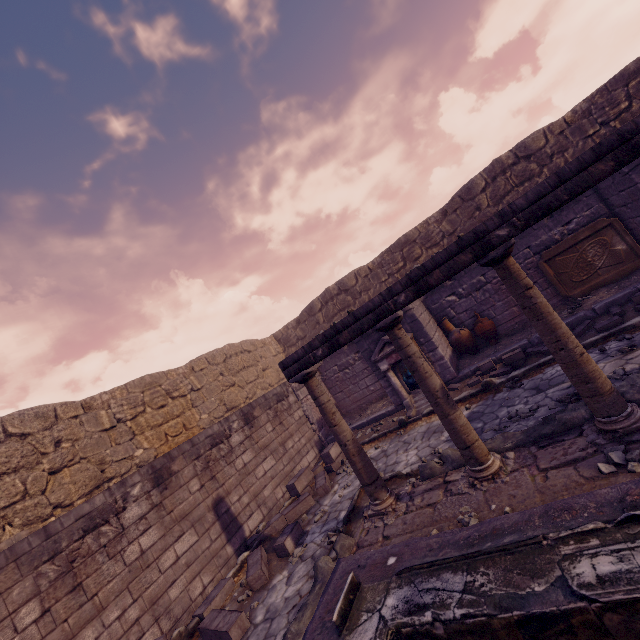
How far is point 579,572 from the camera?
2.0 meters

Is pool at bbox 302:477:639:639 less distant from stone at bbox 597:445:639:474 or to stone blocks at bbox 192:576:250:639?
stone at bbox 597:445:639:474

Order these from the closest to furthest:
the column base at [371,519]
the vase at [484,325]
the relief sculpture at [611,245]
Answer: the column base at [371,519], the relief sculpture at [611,245], the vase at [484,325]

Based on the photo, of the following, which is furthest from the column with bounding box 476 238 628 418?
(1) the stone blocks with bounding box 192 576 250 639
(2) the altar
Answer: (1) the stone blocks with bounding box 192 576 250 639

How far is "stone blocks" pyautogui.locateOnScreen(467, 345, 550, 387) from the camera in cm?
696

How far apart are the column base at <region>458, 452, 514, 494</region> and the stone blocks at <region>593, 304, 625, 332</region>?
3.74m

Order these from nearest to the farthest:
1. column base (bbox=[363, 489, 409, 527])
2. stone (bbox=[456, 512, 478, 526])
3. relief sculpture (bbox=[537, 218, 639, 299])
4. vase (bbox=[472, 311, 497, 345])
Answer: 1. stone (bbox=[456, 512, 478, 526])
2. column base (bbox=[363, 489, 409, 527])
3. relief sculpture (bbox=[537, 218, 639, 299])
4. vase (bbox=[472, 311, 497, 345])

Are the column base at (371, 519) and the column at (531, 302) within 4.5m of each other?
yes
